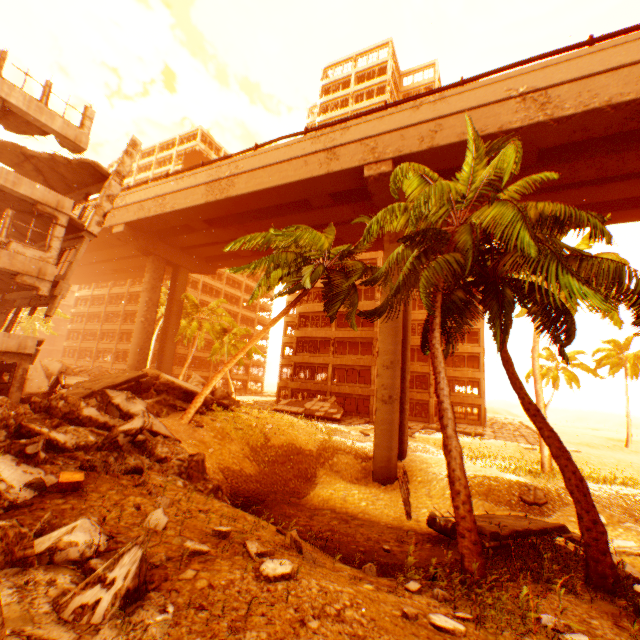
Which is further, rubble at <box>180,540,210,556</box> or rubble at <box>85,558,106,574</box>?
rubble at <box>180,540,210,556</box>

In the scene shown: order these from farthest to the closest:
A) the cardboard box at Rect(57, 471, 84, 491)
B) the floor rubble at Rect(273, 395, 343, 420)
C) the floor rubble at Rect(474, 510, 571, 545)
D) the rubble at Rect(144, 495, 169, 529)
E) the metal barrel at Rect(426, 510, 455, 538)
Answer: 1. the floor rubble at Rect(273, 395, 343, 420)
2. the metal barrel at Rect(426, 510, 455, 538)
3. the floor rubble at Rect(474, 510, 571, 545)
4. the cardboard box at Rect(57, 471, 84, 491)
5. the rubble at Rect(144, 495, 169, 529)

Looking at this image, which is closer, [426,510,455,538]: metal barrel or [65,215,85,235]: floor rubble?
[426,510,455,538]: metal barrel

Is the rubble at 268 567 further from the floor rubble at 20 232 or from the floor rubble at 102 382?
the floor rubble at 20 232

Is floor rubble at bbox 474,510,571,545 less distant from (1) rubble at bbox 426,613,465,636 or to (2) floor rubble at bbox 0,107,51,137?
(1) rubble at bbox 426,613,465,636

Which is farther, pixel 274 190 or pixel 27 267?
pixel 274 190

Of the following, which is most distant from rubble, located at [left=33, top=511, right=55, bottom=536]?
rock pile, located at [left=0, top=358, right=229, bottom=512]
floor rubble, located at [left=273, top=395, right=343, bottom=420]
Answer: floor rubble, located at [left=273, top=395, right=343, bottom=420]

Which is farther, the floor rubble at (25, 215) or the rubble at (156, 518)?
the floor rubble at (25, 215)
